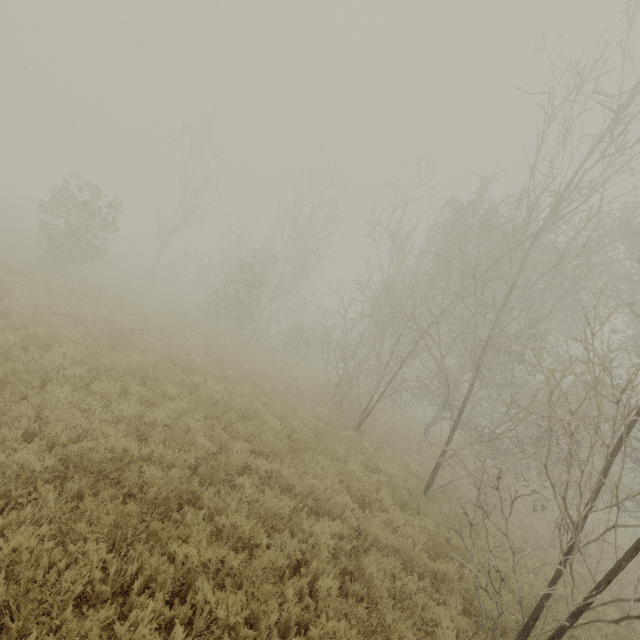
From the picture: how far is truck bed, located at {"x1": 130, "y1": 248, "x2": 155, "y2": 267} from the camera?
37.6m

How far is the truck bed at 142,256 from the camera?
37.6m

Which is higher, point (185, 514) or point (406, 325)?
point (406, 325)
